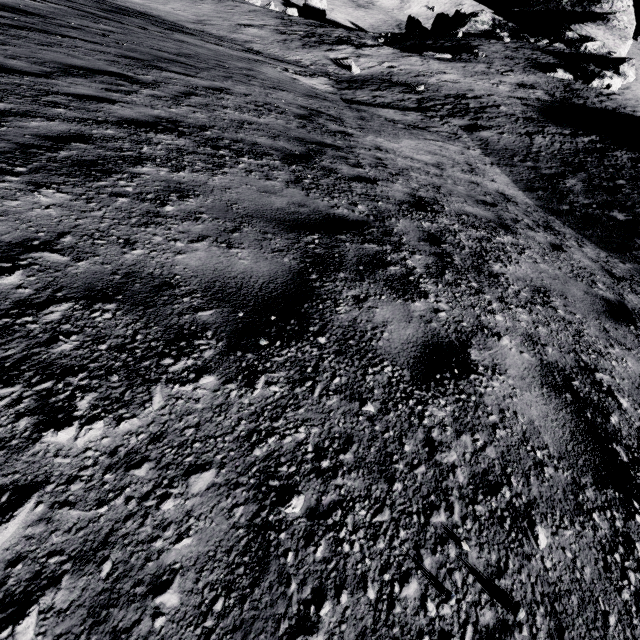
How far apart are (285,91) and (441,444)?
12.4m
